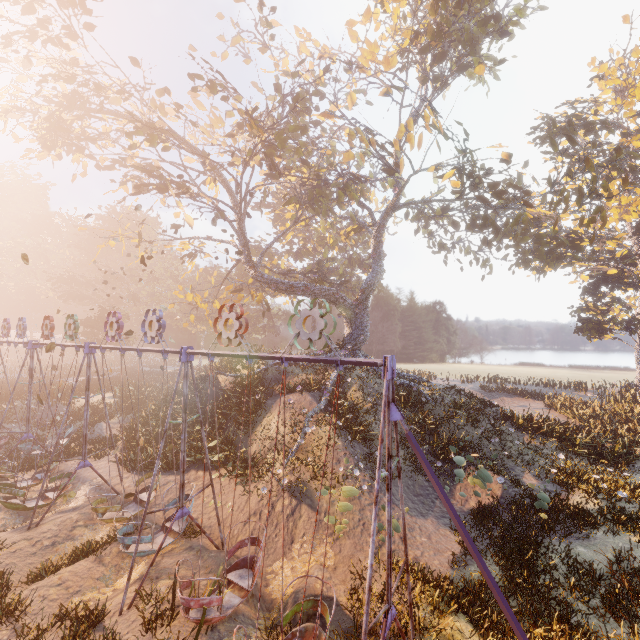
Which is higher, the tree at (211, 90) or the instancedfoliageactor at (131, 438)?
the tree at (211, 90)

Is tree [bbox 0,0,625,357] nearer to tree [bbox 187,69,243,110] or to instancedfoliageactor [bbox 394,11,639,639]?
tree [bbox 187,69,243,110]

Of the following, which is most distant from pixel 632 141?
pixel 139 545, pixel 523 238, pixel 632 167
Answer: pixel 139 545

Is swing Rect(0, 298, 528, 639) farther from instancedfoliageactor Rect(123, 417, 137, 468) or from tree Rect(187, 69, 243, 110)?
tree Rect(187, 69, 243, 110)

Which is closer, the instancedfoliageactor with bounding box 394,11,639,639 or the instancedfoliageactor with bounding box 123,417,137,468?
the instancedfoliageactor with bounding box 394,11,639,639

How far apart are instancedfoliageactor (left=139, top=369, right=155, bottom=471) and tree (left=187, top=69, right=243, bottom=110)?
17.72m

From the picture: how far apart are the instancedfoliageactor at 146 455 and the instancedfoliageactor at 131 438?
1.78m

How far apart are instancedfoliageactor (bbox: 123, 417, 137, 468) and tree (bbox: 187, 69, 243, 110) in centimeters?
1677cm
